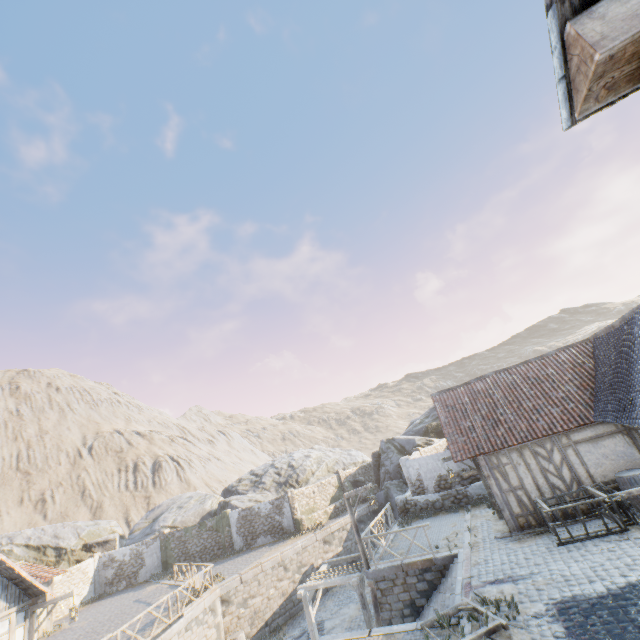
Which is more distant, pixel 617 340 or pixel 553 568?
pixel 617 340

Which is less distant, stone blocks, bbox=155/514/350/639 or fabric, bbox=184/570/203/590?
stone blocks, bbox=155/514/350/639

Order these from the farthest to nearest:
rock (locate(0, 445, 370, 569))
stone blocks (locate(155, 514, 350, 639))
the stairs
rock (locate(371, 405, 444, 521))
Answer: rock (locate(0, 445, 370, 569)) < rock (locate(371, 405, 444, 521)) < stone blocks (locate(155, 514, 350, 639)) < the stairs

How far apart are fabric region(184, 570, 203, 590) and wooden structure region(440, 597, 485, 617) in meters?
13.5 m

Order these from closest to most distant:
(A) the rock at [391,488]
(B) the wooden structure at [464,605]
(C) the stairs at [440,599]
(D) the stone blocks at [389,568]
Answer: (B) the wooden structure at [464,605]
(C) the stairs at [440,599]
(D) the stone blocks at [389,568]
(A) the rock at [391,488]

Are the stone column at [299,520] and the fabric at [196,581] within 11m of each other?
yes

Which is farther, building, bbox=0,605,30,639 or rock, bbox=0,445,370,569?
rock, bbox=0,445,370,569

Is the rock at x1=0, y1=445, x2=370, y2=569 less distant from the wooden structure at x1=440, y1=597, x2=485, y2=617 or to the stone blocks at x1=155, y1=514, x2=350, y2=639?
the stone blocks at x1=155, y1=514, x2=350, y2=639
